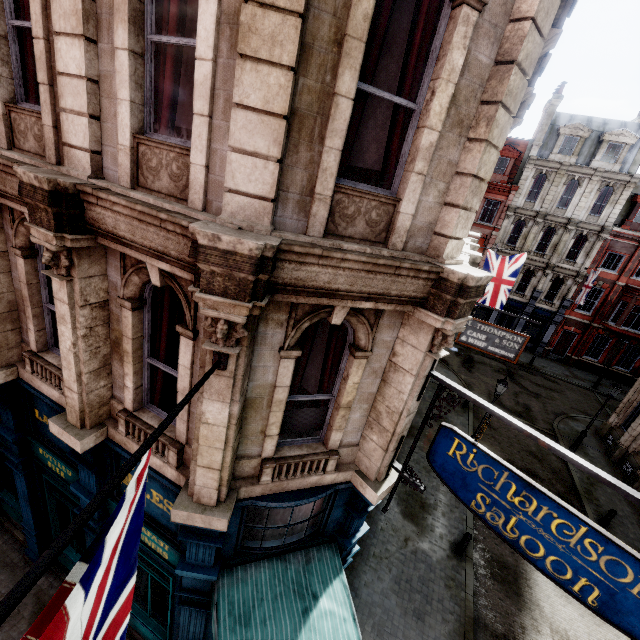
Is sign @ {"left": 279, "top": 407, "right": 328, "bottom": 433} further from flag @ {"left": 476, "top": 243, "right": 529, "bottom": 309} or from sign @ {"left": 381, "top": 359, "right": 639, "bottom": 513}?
flag @ {"left": 476, "top": 243, "right": 529, "bottom": 309}

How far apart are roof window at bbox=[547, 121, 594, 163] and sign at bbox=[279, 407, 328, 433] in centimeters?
3398cm

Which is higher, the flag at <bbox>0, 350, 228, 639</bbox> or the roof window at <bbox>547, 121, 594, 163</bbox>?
the roof window at <bbox>547, 121, 594, 163</bbox>

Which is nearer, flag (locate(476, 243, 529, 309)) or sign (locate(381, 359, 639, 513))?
sign (locate(381, 359, 639, 513))

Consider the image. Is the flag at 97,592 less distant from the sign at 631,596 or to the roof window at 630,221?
the sign at 631,596

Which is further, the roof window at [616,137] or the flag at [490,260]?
the roof window at [616,137]

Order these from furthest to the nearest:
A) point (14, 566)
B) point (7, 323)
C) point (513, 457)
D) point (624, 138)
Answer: point (624, 138) → point (513, 457) → point (14, 566) → point (7, 323)

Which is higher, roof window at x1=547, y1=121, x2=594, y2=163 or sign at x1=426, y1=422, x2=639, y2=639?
roof window at x1=547, y1=121, x2=594, y2=163
